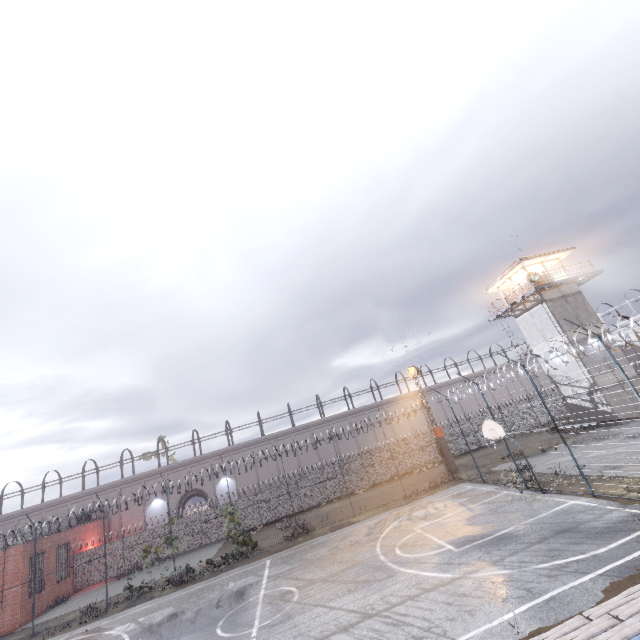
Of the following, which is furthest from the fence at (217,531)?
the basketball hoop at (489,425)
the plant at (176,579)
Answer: the basketball hoop at (489,425)

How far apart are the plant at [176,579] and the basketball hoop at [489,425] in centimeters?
1801cm

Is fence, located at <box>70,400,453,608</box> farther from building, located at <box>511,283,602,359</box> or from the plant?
building, located at <box>511,283,602,359</box>

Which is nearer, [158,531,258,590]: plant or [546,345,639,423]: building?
[158,531,258,590]: plant

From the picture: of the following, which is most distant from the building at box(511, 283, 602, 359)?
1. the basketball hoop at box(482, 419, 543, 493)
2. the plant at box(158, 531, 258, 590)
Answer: the plant at box(158, 531, 258, 590)

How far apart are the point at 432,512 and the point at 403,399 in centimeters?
2544cm

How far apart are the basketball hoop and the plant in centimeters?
1801cm

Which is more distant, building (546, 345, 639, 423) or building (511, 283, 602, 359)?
building (511, 283, 602, 359)
